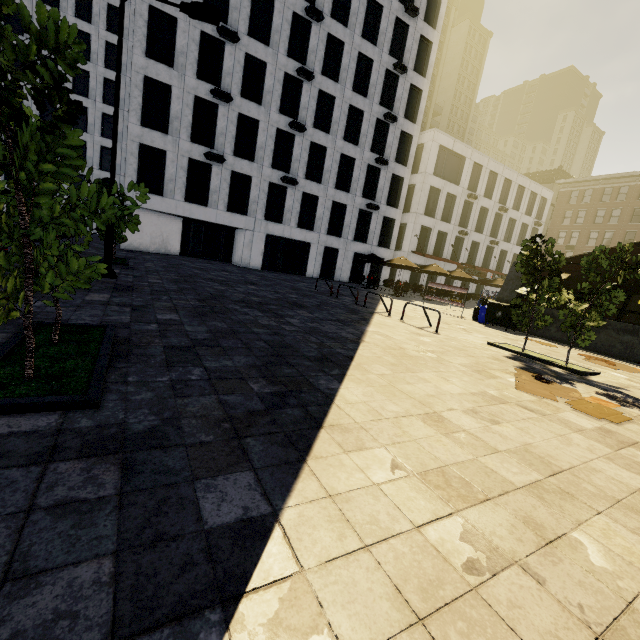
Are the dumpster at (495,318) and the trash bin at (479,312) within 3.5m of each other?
yes

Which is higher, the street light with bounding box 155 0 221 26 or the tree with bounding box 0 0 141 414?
the street light with bounding box 155 0 221 26

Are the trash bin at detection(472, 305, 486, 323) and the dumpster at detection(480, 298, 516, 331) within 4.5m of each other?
yes

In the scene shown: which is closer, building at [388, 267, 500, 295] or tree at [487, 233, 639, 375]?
tree at [487, 233, 639, 375]

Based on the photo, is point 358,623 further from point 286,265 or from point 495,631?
point 286,265

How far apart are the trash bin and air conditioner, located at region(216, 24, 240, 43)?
23.0 meters

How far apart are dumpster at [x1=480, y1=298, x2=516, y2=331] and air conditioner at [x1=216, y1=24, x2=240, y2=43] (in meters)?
23.06

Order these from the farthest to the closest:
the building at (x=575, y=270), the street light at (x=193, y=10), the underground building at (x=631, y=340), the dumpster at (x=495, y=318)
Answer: the building at (x=575, y=270), the dumpster at (x=495, y=318), the underground building at (x=631, y=340), the street light at (x=193, y=10)
